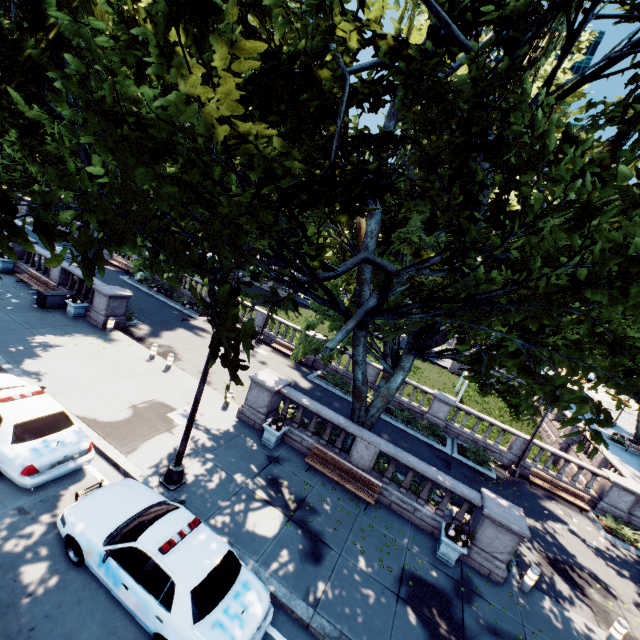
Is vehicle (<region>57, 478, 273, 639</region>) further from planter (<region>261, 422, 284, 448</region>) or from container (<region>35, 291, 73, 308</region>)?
container (<region>35, 291, 73, 308</region>)

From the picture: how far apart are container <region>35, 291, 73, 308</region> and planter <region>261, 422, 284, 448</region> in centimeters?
1446cm

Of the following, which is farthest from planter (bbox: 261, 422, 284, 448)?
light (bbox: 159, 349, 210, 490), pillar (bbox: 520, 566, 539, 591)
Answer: pillar (bbox: 520, 566, 539, 591)

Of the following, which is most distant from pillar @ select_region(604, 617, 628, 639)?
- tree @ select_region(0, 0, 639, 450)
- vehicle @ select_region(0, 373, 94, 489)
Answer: vehicle @ select_region(0, 373, 94, 489)

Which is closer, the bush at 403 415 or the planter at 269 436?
the planter at 269 436

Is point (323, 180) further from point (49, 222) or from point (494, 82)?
point (49, 222)

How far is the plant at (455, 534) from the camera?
10.3m

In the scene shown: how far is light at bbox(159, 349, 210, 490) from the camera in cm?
914
